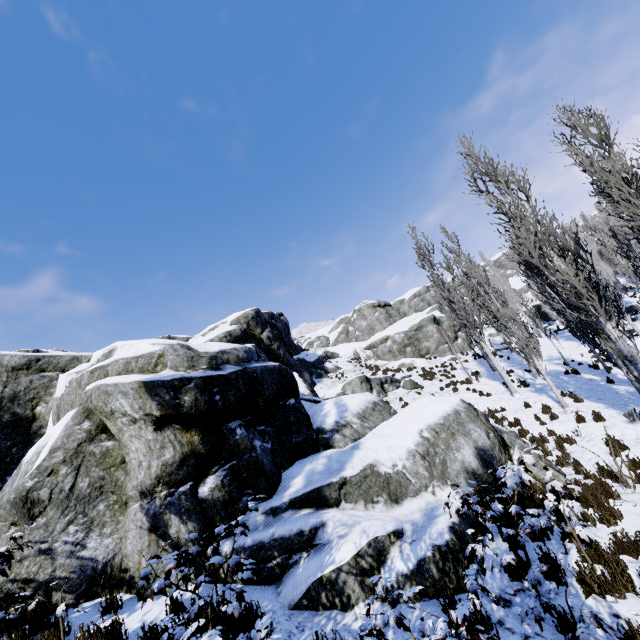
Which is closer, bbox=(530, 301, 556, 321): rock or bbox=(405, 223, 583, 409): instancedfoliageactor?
bbox=(405, 223, 583, 409): instancedfoliageactor

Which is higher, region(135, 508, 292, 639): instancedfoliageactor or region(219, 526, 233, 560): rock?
region(219, 526, 233, 560): rock

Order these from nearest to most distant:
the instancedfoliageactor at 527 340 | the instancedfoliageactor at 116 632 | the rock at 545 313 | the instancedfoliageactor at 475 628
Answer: the instancedfoliageactor at 475 628 < the instancedfoliageactor at 116 632 < the instancedfoliageactor at 527 340 < the rock at 545 313

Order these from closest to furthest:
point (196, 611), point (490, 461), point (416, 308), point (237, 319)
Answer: point (196, 611)
point (490, 461)
point (237, 319)
point (416, 308)

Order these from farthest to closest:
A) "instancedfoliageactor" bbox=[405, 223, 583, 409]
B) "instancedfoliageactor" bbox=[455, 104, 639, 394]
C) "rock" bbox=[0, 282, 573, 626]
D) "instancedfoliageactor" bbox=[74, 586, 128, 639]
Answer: "instancedfoliageactor" bbox=[405, 223, 583, 409] → "instancedfoliageactor" bbox=[455, 104, 639, 394] → "rock" bbox=[0, 282, 573, 626] → "instancedfoliageactor" bbox=[74, 586, 128, 639]

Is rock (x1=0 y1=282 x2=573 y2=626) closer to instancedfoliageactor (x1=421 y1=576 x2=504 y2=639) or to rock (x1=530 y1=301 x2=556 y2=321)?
instancedfoliageactor (x1=421 y1=576 x2=504 y2=639)

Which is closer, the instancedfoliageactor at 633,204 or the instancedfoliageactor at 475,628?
the instancedfoliageactor at 475,628
